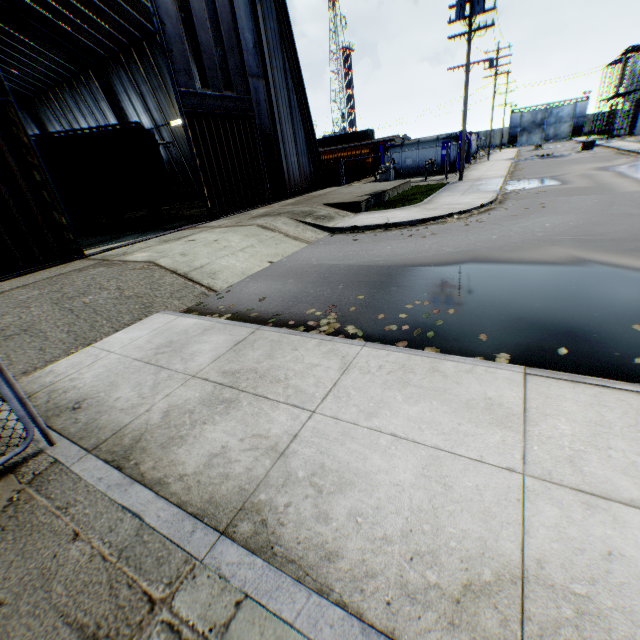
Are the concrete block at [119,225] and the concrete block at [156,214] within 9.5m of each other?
yes

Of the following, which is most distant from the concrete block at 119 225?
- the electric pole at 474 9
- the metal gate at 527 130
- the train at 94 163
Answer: the metal gate at 527 130

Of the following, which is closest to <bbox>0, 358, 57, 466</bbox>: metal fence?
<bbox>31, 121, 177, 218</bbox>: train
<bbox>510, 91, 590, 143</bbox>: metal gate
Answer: <bbox>31, 121, 177, 218</bbox>: train

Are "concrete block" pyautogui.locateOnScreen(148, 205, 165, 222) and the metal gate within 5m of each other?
no

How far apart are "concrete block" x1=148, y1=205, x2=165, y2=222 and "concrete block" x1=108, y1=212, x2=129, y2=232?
1.2m

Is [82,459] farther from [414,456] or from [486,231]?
[486,231]

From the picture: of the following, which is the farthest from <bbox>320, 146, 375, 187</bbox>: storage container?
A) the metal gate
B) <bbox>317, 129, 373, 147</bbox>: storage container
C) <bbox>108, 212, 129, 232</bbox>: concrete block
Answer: the metal gate

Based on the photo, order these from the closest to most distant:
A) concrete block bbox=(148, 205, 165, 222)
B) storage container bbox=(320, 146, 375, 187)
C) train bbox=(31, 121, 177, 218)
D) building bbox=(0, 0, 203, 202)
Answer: train bbox=(31, 121, 177, 218) < concrete block bbox=(148, 205, 165, 222) < building bbox=(0, 0, 203, 202) < storage container bbox=(320, 146, 375, 187)
